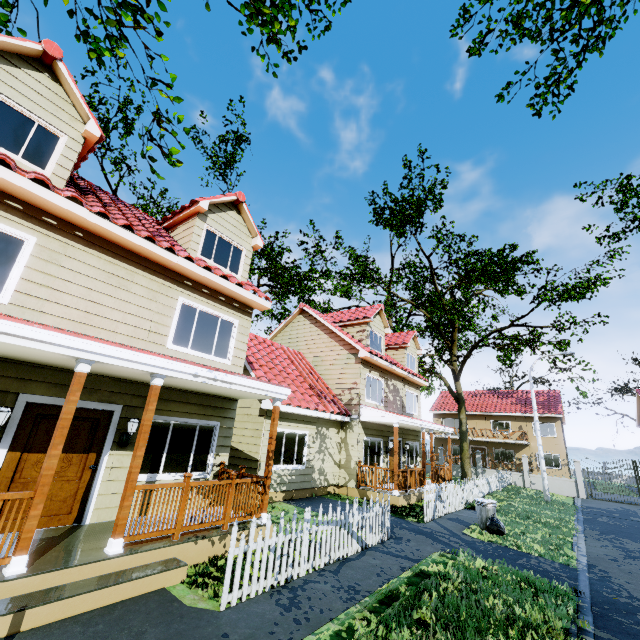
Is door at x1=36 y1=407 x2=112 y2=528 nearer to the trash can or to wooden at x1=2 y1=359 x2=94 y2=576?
wooden at x1=2 y1=359 x2=94 y2=576

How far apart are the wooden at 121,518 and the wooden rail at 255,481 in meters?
2.1 m

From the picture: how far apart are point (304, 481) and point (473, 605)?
8.25m

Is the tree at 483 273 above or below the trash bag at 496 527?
above

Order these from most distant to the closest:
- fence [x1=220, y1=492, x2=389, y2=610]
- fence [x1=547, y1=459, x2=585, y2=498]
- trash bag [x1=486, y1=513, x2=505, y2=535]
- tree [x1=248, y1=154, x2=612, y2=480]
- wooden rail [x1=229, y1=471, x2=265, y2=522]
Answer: fence [x1=547, y1=459, x2=585, y2=498]
tree [x1=248, y1=154, x2=612, y2=480]
trash bag [x1=486, y1=513, x2=505, y2=535]
wooden rail [x1=229, y1=471, x2=265, y2=522]
fence [x1=220, y1=492, x2=389, y2=610]

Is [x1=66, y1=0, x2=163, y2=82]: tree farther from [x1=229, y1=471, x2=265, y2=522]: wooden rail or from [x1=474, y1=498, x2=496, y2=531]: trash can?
[x1=474, y1=498, x2=496, y2=531]: trash can

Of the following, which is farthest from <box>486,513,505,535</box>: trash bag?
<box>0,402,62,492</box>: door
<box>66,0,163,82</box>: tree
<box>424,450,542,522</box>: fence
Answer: <box>66,0,163,82</box>: tree

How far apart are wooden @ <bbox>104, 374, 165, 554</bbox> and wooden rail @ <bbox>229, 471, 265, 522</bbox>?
2.10m
